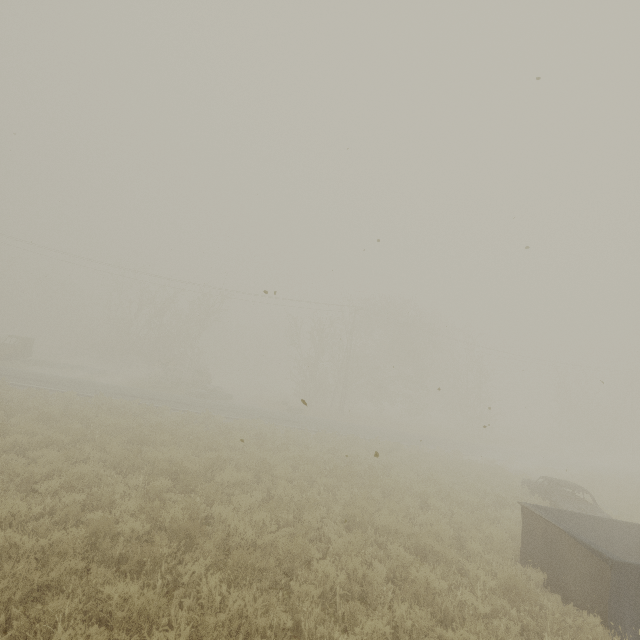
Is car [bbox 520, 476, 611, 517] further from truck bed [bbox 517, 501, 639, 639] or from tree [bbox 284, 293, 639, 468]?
tree [bbox 284, 293, 639, 468]

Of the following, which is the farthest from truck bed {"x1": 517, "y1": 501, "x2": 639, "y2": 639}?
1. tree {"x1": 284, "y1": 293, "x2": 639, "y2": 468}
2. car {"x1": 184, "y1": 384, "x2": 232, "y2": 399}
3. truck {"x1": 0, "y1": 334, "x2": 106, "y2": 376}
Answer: truck {"x1": 0, "y1": 334, "x2": 106, "y2": 376}

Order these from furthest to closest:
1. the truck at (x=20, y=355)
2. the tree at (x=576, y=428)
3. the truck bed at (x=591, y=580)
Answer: the tree at (x=576, y=428), the truck at (x=20, y=355), the truck bed at (x=591, y=580)

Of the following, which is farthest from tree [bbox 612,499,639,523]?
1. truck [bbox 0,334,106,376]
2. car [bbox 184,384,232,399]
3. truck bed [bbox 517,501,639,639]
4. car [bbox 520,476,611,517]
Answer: truck [bbox 0,334,106,376]

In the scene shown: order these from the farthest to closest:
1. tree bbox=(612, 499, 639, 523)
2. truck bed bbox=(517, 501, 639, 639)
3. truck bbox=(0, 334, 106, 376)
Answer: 1. truck bbox=(0, 334, 106, 376)
2. tree bbox=(612, 499, 639, 523)
3. truck bed bbox=(517, 501, 639, 639)

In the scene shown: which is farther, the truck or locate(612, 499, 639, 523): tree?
the truck

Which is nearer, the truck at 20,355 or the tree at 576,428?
the truck at 20,355

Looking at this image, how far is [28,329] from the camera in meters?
56.5 m
